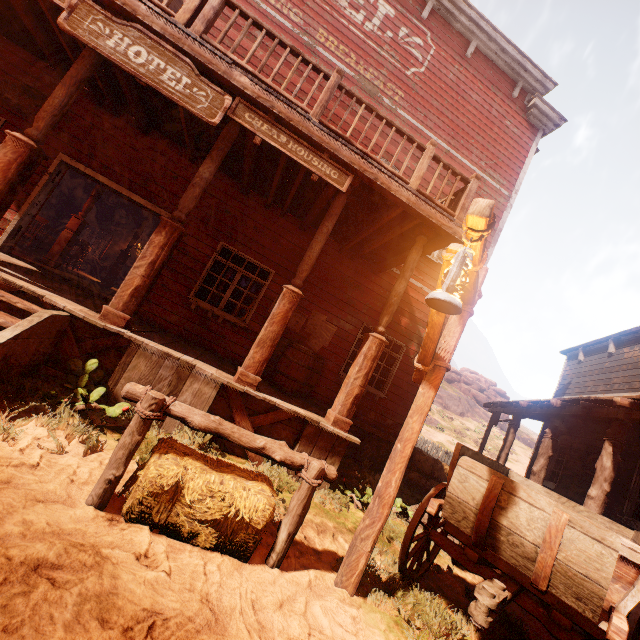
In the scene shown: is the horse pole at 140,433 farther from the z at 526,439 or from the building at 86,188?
the building at 86,188

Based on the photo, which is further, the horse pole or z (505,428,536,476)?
z (505,428,536,476)

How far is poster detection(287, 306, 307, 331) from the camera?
7.8 meters

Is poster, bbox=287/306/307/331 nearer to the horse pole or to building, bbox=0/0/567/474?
building, bbox=0/0/567/474

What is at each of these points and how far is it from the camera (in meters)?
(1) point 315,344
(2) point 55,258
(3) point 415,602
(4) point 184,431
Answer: (1) poster, 7.95
(2) pillars, 9.37
(3) z, 3.03
(4) building, 4.30

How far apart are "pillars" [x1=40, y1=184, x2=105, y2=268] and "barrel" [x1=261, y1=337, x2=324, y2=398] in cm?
711

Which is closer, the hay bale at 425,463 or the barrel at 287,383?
the barrel at 287,383

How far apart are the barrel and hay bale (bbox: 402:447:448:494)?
3.59m
